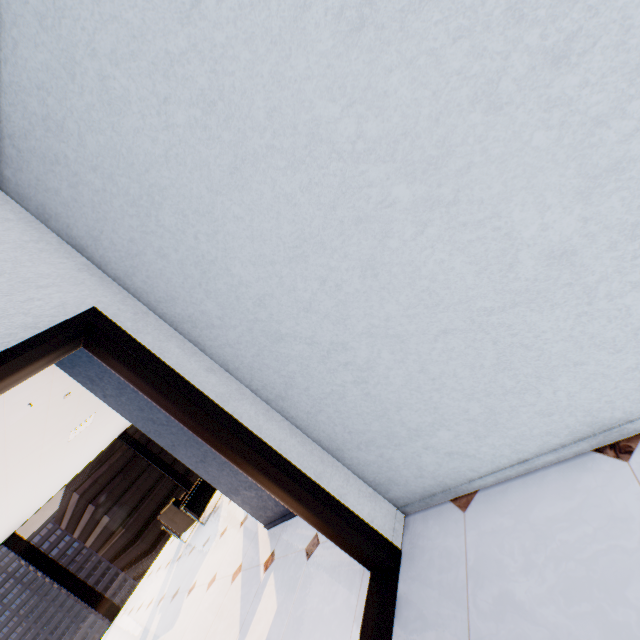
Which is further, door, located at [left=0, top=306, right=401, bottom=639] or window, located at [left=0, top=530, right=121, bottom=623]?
window, located at [left=0, top=530, right=121, bottom=623]

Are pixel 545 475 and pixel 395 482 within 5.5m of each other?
yes

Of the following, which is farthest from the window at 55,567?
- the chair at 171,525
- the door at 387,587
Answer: the door at 387,587

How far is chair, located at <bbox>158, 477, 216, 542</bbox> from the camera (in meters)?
6.34

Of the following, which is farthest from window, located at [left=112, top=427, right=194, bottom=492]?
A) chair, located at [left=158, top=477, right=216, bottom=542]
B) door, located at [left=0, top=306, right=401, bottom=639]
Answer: door, located at [left=0, top=306, right=401, bottom=639]

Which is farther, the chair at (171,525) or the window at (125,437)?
the window at (125,437)

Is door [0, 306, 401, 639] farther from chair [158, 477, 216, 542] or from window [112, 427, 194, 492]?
window [112, 427, 194, 492]
